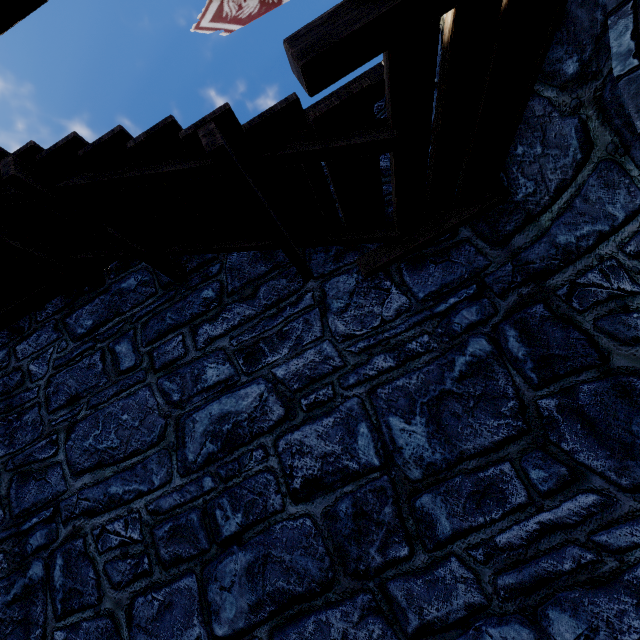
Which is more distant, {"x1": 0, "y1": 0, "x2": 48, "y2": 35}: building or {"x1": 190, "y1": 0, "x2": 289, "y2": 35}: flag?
{"x1": 190, "y1": 0, "x2": 289, "y2": 35}: flag

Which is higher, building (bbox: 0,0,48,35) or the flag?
the flag

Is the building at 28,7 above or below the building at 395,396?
above

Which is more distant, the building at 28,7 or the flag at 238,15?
the flag at 238,15

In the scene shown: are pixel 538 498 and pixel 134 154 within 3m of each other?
no

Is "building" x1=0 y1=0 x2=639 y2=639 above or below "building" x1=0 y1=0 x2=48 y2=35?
below
